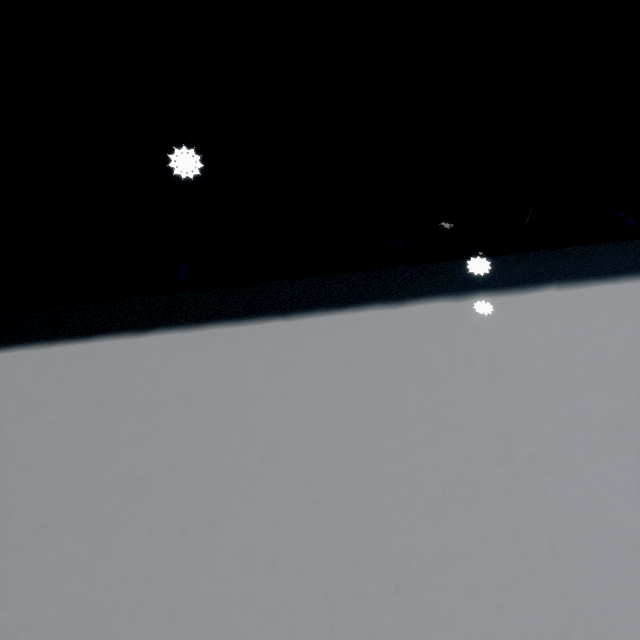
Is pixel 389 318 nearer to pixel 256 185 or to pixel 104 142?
pixel 256 185
